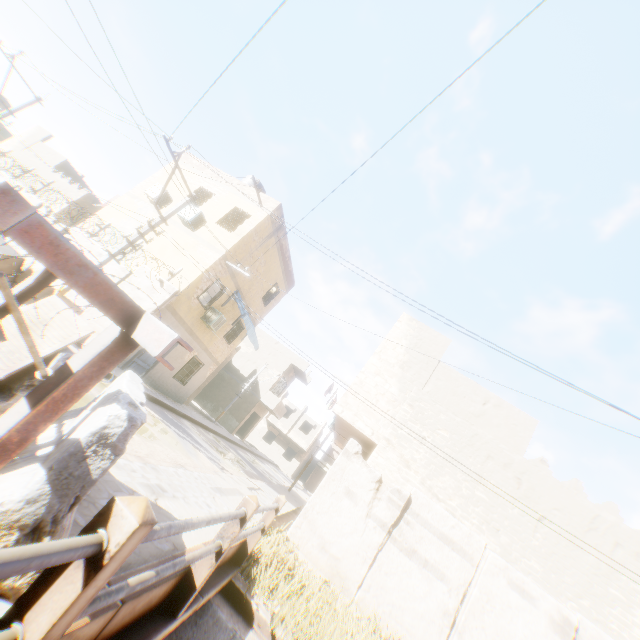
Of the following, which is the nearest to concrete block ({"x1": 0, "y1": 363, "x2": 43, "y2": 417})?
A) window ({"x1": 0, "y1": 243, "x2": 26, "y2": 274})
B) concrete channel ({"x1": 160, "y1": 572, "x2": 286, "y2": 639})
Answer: window ({"x1": 0, "y1": 243, "x2": 26, "y2": 274})

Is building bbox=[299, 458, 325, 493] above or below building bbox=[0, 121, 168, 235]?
below

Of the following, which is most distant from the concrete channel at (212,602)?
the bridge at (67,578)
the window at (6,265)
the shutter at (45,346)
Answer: the shutter at (45,346)

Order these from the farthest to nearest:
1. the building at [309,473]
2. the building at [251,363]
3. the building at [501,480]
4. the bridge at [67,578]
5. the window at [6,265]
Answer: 1. the building at [309,473]
2. the building at [251,363]
3. the building at [501,480]
4. the window at [6,265]
5. the bridge at [67,578]

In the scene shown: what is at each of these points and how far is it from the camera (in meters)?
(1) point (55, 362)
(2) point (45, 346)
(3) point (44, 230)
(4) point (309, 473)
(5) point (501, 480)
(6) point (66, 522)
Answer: (1) concrete block, 3.34
(2) shutter, 3.38
(3) steel platform, 1.34
(4) building, 51.09
(5) building, 9.89
(6) concrete block, 1.95

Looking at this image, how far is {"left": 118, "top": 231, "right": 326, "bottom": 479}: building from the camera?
14.0m

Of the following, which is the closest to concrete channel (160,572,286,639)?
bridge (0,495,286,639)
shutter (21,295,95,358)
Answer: bridge (0,495,286,639)

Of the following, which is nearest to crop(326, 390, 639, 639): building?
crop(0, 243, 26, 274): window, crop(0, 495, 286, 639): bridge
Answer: crop(0, 495, 286, 639): bridge
